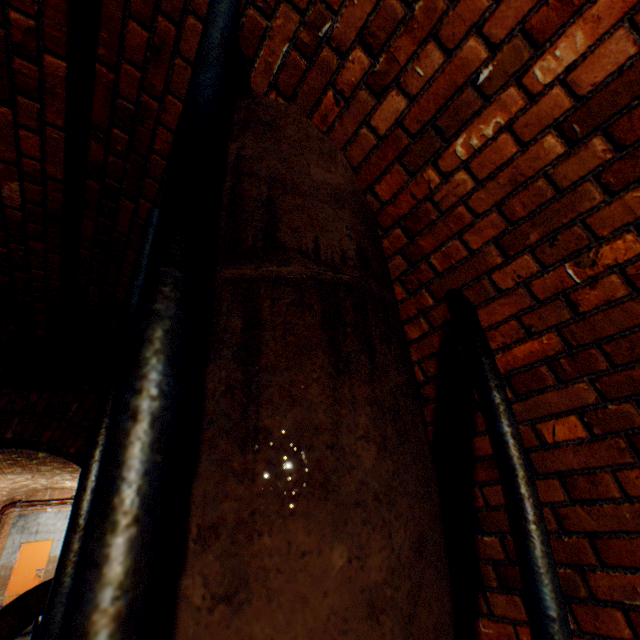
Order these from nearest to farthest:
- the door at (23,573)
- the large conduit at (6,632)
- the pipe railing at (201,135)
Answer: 1. the pipe railing at (201,135)
2. the large conduit at (6,632)
3. the door at (23,573)

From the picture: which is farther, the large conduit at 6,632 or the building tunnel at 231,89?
the large conduit at 6,632

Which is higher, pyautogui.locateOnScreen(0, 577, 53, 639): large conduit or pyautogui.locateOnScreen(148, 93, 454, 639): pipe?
pyautogui.locateOnScreen(148, 93, 454, 639): pipe

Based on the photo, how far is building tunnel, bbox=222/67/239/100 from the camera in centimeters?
128cm

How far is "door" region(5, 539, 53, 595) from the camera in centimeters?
1264cm

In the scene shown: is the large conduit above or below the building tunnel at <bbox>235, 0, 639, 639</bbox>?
below

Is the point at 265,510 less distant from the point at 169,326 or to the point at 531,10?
the point at 169,326

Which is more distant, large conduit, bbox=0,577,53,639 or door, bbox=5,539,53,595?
door, bbox=5,539,53,595
